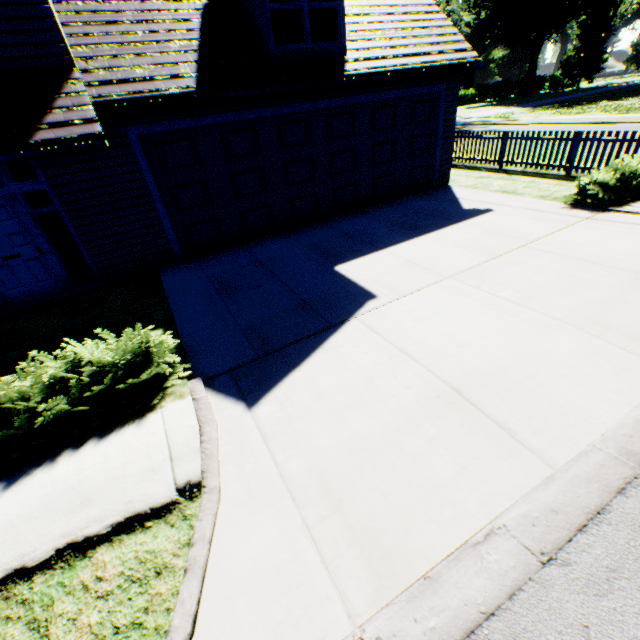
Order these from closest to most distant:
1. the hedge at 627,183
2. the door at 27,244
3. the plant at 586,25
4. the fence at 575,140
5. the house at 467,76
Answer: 1. the door at 27,244
2. the hedge at 627,183
3. the fence at 575,140
4. the plant at 586,25
5. the house at 467,76

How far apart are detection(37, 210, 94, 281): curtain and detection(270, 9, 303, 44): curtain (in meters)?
6.00

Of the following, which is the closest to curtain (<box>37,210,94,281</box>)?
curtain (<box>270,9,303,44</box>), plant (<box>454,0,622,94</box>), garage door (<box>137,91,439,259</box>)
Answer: garage door (<box>137,91,439,259</box>)

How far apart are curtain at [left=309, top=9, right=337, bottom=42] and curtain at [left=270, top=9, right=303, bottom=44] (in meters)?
0.21

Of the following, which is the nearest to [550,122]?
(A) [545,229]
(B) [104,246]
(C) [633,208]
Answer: (C) [633,208]

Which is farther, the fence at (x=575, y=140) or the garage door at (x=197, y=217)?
the fence at (x=575, y=140)

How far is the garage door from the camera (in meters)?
7.49

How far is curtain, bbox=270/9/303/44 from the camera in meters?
7.3
